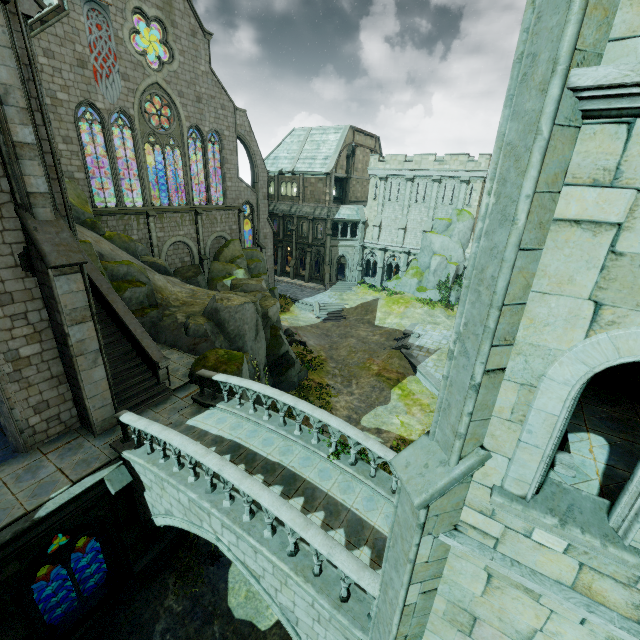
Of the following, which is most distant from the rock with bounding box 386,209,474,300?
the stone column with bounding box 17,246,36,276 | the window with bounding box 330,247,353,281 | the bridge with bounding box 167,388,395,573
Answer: the stone column with bounding box 17,246,36,276

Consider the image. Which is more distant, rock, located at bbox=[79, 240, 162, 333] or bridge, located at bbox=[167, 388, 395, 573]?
rock, located at bbox=[79, 240, 162, 333]

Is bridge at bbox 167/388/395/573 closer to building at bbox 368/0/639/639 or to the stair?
building at bbox 368/0/639/639

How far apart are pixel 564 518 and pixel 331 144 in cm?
4658

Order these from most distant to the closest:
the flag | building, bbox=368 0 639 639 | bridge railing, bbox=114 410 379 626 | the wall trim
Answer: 1. the wall trim
2. the flag
3. bridge railing, bbox=114 410 379 626
4. building, bbox=368 0 639 639

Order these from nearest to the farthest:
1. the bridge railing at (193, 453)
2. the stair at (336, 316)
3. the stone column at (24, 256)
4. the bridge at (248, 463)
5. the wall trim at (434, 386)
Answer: the bridge railing at (193, 453) < the bridge at (248, 463) < the stone column at (24, 256) < the wall trim at (434, 386) < the stair at (336, 316)

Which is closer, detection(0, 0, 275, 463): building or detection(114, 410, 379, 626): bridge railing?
detection(114, 410, 379, 626): bridge railing

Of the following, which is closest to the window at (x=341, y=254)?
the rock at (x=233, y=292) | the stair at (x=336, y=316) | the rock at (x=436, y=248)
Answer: the rock at (x=436, y=248)
